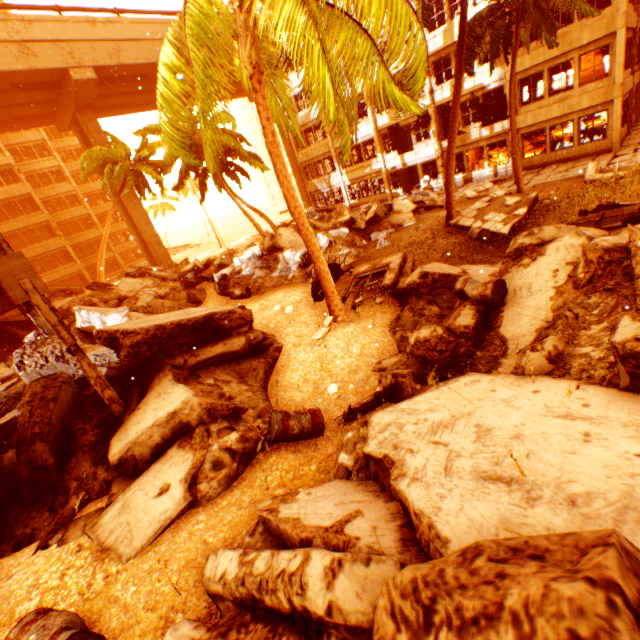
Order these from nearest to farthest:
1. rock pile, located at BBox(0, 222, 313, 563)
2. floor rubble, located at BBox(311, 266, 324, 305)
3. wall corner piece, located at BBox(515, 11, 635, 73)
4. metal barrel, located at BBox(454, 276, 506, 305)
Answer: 1. rock pile, located at BBox(0, 222, 313, 563)
2. metal barrel, located at BBox(454, 276, 506, 305)
3. floor rubble, located at BBox(311, 266, 324, 305)
4. wall corner piece, located at BBox(515, 11, 635, 73)

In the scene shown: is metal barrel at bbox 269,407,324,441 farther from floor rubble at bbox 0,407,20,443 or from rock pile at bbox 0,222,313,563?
floor rubble at bbox 0,407,20,443

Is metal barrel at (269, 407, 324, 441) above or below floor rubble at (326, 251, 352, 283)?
below

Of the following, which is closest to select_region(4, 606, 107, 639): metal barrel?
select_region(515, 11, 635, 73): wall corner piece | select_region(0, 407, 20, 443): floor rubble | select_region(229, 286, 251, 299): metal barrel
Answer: select_region(0, 407, 20, 443): floor rubble

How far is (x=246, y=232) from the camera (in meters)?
46.84

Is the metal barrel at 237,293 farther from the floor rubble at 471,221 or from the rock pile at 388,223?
the floor rubble at 471,221

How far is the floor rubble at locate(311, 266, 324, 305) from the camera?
10.4m

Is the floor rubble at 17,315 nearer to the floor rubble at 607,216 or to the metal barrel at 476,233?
the metal barrel at 476,233
